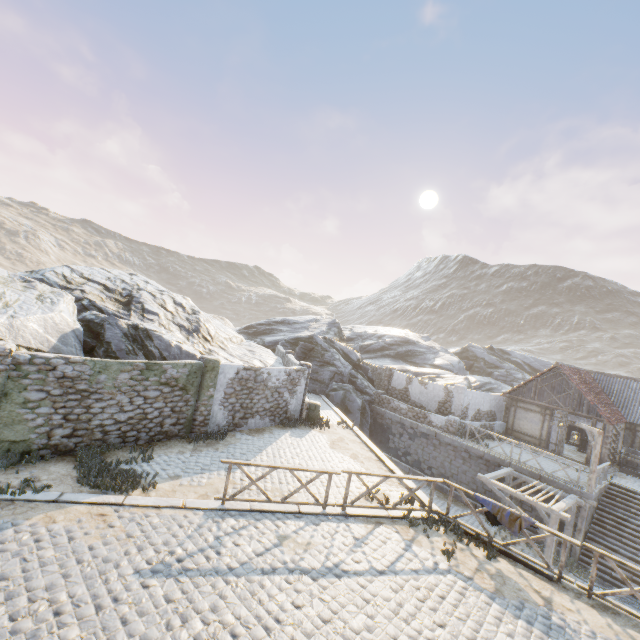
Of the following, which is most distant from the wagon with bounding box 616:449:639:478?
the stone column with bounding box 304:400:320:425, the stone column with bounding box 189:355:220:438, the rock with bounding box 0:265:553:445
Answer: the stone column with bounding box 189:355:220:438

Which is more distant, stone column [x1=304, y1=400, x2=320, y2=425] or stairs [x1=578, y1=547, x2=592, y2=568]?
stone column [x1=304, y1=400, x2=320, y2=425]

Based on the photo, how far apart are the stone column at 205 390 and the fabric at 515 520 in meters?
9.9 m

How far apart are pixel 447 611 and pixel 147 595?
5.89m

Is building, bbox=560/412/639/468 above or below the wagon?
above

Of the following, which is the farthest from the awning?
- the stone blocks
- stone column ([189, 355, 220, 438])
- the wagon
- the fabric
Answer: stone column ([189, 355, 220, 438])

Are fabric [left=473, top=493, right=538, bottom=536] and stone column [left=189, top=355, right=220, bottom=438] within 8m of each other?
no

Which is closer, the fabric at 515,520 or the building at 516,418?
the fabric at 515,520
